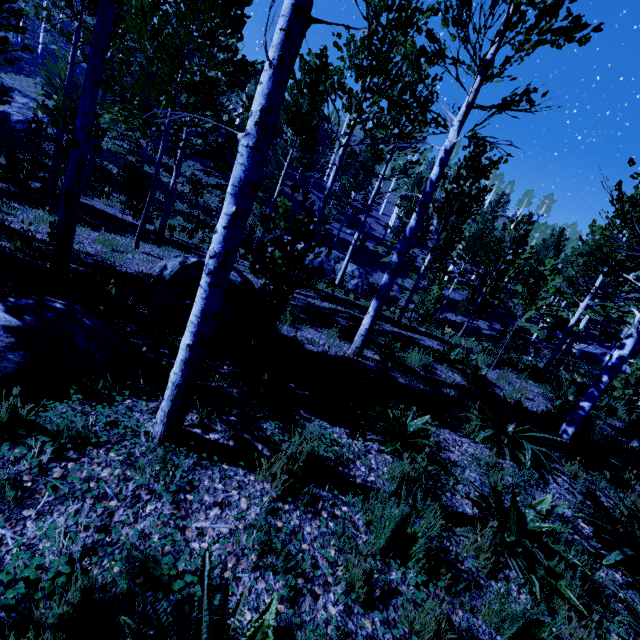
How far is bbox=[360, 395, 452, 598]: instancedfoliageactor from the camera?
2.5 meters

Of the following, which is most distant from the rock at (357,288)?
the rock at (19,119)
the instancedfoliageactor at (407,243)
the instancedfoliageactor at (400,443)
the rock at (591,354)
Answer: the rock at (591,354)

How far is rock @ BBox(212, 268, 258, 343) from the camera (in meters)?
5.18

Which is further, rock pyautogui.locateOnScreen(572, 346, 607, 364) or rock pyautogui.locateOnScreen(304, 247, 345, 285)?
rock pyautogui.locateOnScreen(572, 346, 607, 364)

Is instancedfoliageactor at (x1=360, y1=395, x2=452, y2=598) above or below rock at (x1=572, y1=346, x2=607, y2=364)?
below

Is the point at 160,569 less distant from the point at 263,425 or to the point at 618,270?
the point at 263,425

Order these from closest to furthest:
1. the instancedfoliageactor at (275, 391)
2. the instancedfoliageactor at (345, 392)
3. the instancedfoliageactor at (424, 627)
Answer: the instancedfoliageactor at (424, 627) < the instancedfoliageactor at (275, 391) < the instancedfoliageactor at (345, 392)

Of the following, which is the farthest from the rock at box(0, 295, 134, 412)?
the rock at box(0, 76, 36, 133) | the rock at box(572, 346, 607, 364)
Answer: the rock at box(572, 346, 607, 364)
